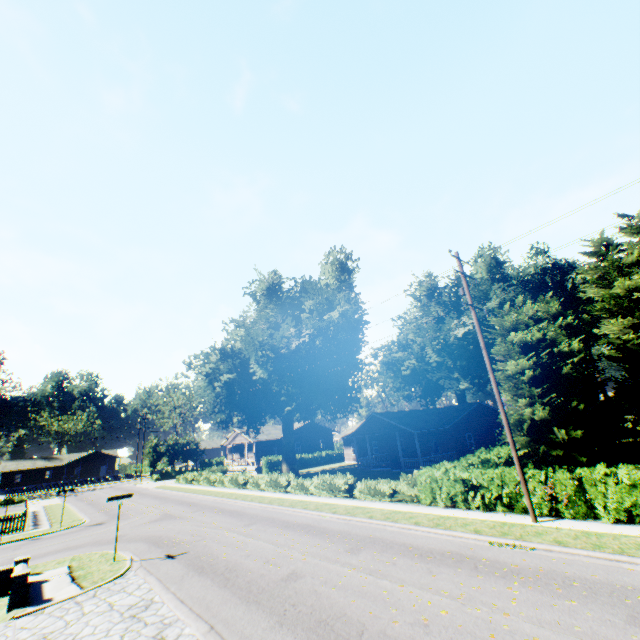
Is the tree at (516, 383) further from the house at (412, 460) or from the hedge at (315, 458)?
the hedge at (315, 458)

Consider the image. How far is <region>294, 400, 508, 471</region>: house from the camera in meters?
32.2

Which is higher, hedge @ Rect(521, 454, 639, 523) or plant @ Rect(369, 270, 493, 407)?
plant @ Rect(369, 270, 493, 407)

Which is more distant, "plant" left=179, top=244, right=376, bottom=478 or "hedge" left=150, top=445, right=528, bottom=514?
"plant" left=179, top=244, right=376, bottom=478

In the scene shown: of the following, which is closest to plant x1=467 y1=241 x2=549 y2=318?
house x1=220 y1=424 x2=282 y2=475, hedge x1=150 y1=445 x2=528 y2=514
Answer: house x1=220 y1=424 x2=282 y2=475

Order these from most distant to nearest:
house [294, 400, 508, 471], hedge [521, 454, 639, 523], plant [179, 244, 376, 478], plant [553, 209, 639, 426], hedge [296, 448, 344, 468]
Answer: hedge [296, 448, 344, 468], plant [553, 209, 639, 426], house [294, 400, 508, 471], plant [179, 244, 376, 478], hedge [521, 454, 639, 523]

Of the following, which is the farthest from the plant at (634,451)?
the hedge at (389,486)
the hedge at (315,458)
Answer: the hedge at (315,458)

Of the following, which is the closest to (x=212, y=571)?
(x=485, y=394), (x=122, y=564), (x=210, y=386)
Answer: (x=122, y=564)
